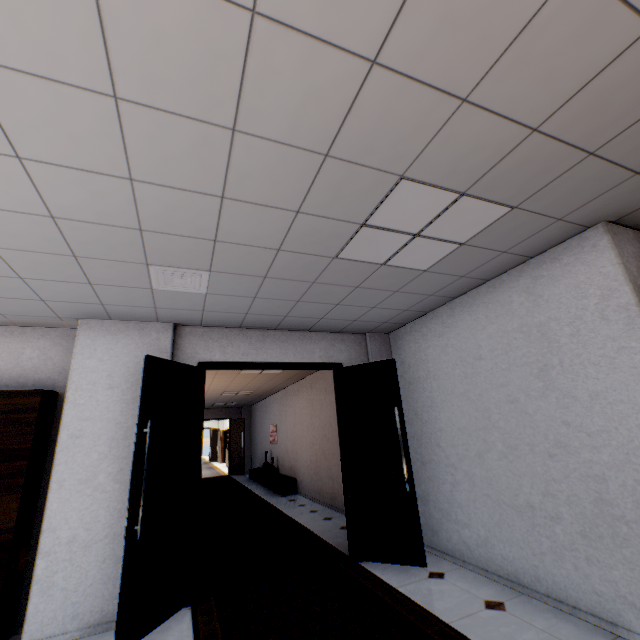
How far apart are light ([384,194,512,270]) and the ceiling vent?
1.3m

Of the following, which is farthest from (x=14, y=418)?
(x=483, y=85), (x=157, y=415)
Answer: (x=483, y=85)

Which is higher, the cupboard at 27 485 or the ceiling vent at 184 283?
the ceiling vent at 184 283

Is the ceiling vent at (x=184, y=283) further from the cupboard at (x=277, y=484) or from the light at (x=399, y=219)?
the cupboard at (x=277, y=484)

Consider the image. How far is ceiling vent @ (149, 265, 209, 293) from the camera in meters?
2.8

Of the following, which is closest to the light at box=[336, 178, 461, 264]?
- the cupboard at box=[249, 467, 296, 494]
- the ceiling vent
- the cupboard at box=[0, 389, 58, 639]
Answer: the ceiling vent

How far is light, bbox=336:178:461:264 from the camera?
2.11m
